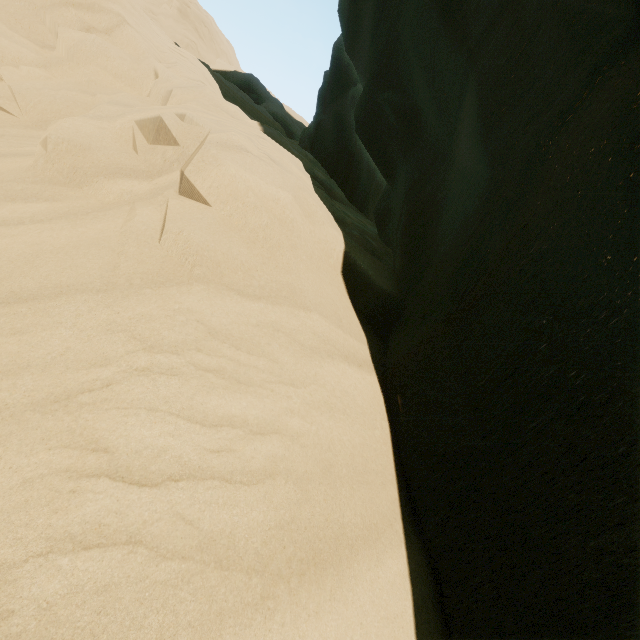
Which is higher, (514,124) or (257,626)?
(514,124)
